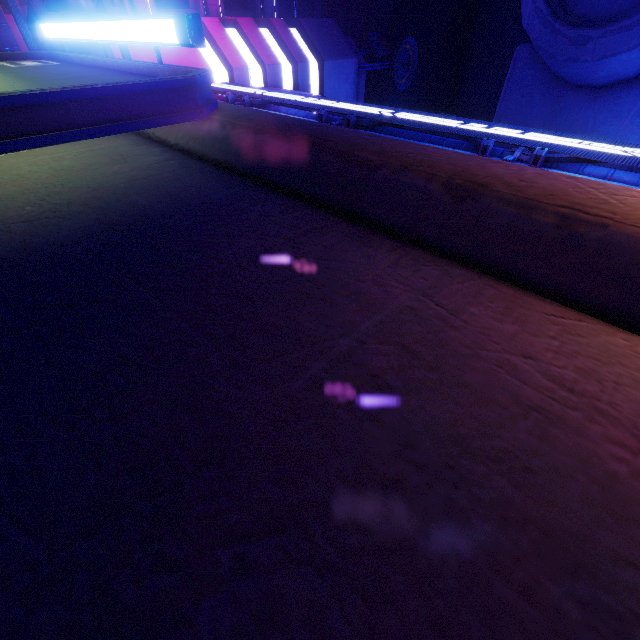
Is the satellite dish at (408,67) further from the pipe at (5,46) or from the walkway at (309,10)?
the pipe at (5,46)

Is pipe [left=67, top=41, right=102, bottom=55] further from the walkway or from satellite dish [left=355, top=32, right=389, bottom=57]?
satellite dish [left=355, top=32, right=389, bottom=57]

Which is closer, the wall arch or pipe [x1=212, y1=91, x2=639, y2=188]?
the wall arch

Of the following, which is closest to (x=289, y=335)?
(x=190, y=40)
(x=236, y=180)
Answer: (x=236, y=180)

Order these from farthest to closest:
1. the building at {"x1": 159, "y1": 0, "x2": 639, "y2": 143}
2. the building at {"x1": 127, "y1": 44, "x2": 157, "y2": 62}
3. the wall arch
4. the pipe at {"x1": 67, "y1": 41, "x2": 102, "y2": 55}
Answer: the building at {"x1": 127, "y1": 44, "x2": 157, "y2": 62} < the building at {"x1": 159, "y1": 0, "x2": 639, "y2": 143} < the pipe at {"x1": 67, "y1": 41, "x2": 102, "y2": 55} < the wall arch

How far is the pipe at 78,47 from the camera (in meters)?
9.87

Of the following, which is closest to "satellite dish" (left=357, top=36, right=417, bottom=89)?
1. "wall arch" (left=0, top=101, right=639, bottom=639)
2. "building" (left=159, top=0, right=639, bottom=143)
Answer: "building" (left=159, top=0, right=639, bottom=143)

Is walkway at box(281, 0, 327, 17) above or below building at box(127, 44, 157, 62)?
above
